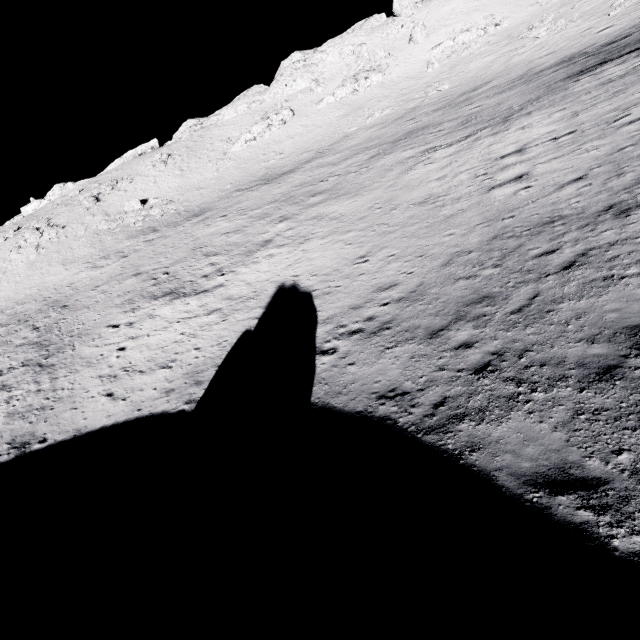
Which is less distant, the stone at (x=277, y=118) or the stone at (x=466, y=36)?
→ the stone at (x=466, y=36)

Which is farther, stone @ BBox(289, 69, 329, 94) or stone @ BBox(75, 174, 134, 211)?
stone @ BBox(289, 69, 329, 94)

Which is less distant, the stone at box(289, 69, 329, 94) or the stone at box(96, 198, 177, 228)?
the stone at box(96, 198, 177, 228)

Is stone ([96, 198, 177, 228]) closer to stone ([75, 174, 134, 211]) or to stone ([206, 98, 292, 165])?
stone ([75, 174, 134, 211])

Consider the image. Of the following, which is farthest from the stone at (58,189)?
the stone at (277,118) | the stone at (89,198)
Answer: the stone at (277,118)

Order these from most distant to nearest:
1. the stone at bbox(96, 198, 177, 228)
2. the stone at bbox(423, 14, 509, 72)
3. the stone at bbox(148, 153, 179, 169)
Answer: the stone at bbox(148, 153, 179, 169) → the stone at bbox(423, 14, 509, 72) → the stone at bbox(96, 198, 177, 228)

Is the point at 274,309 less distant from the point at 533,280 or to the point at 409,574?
the point at 533,280
